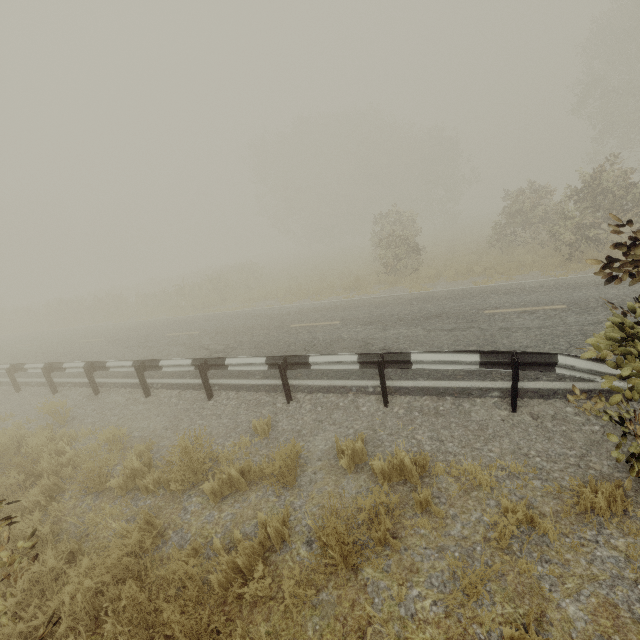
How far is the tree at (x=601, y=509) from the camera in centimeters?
308cm

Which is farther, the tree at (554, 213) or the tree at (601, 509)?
the tree at (554, 213)

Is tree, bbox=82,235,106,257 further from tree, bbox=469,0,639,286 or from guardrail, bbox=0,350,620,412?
guardrail, bbox=0,350,620,412

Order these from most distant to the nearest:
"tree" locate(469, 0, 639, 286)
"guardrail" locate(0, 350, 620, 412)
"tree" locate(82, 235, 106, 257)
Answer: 1. "tree" locate(82, 235, 106, 257)
2. "tree" locate(469, 0, 639, 286)
3. "guardrail" locate(0, 350, 620, 412)

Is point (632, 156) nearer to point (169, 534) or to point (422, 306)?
point (422, 306)

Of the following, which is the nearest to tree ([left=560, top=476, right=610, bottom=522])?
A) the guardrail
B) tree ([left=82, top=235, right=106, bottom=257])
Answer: the guardrail

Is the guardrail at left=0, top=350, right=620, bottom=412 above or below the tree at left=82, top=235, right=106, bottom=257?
below

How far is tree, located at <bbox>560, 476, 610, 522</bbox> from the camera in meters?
3.1
